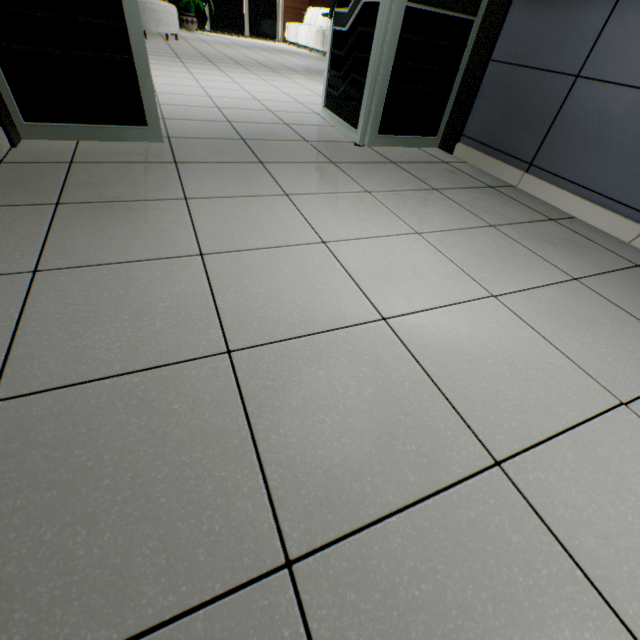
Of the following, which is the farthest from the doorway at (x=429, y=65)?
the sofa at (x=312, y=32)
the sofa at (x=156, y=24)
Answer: the sofa at (x=312, y=32)

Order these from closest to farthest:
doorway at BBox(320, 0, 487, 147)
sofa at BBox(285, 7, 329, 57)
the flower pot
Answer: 1. doorway at BBox(320, 0, 487, 147)
2. sofa at BBox(285, 7, 329, 57)
3. the flower pot

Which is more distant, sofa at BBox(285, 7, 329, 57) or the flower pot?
the flower pot

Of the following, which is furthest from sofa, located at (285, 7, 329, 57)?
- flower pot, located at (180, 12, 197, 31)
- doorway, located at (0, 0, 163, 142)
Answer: doorway, located at (0, 0, 163, 142)

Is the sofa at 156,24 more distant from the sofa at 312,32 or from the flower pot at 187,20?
the sofa at 312,32

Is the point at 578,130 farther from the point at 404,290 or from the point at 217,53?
the point at 217,53

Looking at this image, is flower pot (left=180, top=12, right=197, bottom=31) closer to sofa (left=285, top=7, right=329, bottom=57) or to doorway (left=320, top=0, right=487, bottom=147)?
sofa (left=285, top=7, right=329, bottom=57)

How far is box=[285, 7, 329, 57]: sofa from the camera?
9.5m
